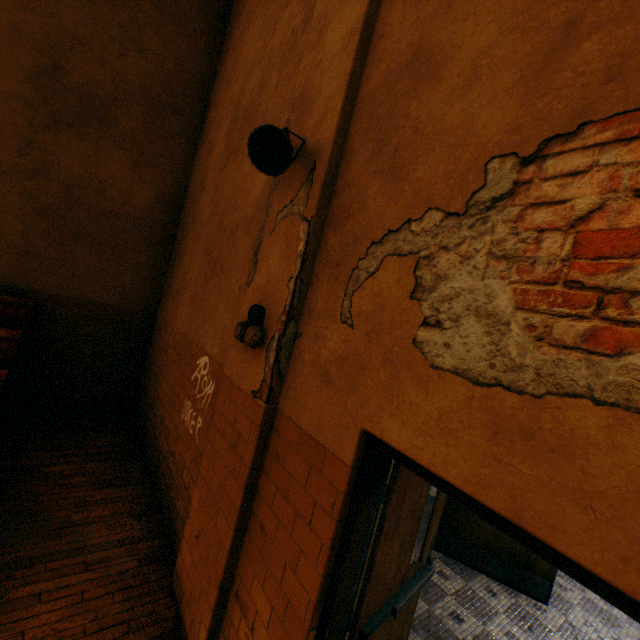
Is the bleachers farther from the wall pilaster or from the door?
the door

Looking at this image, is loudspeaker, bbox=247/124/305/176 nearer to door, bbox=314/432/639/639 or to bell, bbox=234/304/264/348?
bell, bbox=234/304/264/348

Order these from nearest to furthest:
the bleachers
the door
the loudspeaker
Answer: the door
the loudspeaker
the bleachers

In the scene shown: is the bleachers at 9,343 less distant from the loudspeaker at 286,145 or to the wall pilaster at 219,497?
the wall pilaster at 219,497

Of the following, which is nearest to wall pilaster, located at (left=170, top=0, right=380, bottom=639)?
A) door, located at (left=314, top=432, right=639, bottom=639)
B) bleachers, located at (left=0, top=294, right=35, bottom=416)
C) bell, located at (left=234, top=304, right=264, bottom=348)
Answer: bell, located at (left=234, top=304, right=264, bottom=348)

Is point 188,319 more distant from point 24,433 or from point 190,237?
point 24,433

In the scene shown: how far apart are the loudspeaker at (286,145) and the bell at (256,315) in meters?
1.0

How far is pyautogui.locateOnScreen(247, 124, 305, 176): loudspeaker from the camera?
2.1 meters
